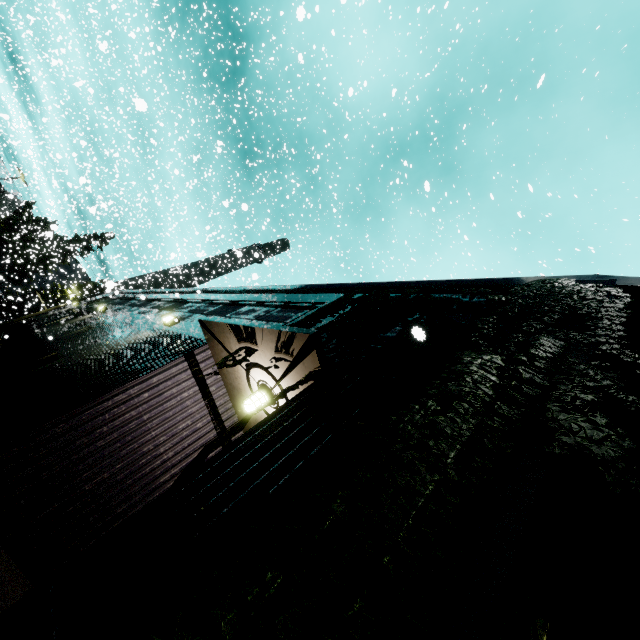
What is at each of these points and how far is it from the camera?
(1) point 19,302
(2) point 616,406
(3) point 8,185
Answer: (1) cargo car, 44.1 meters
(2) building, 3.9 meters
(3) building, 49.0 meters

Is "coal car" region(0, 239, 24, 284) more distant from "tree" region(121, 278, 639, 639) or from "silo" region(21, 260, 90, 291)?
"silo" region(21, 260, 90, 291)

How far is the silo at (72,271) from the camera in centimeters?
4030cm

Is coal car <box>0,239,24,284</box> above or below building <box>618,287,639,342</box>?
below

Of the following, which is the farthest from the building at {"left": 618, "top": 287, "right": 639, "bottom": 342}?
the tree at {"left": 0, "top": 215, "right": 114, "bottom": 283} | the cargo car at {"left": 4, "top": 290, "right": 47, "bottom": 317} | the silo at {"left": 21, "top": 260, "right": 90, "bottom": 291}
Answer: the silo at {"left": 21, "top": 260, "right": 90, "bottom": 291}

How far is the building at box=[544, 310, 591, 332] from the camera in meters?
2.8 m

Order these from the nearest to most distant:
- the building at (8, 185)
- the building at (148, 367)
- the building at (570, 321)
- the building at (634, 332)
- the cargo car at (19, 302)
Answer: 1. the building at (148, 367)
2. the building at (570, 321)
3. the building at (634, 332)
4. the building at (8, 185)
5. the cargo car at (19, 302)

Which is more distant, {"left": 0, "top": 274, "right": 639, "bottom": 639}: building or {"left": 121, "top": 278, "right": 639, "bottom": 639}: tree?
{"left": 0, "top": 274, "right": 639, "bottom": 639}: building
